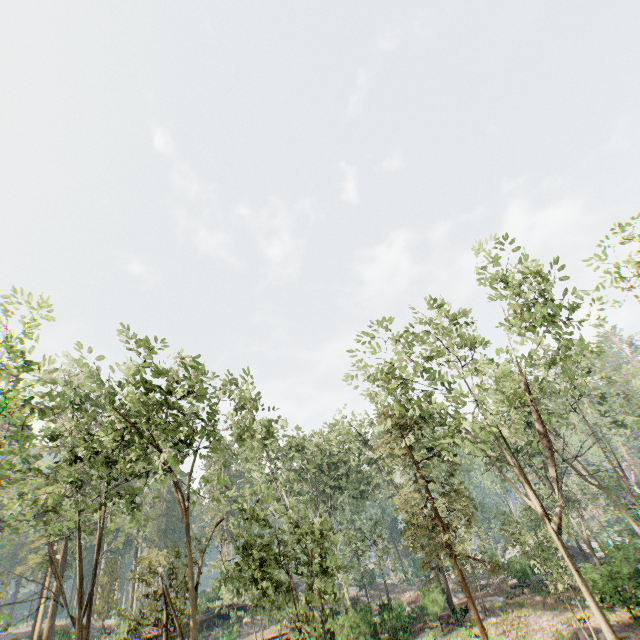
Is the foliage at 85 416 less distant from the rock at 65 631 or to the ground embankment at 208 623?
the rock at 65 631

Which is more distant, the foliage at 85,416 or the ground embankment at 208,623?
the ground embankment at 208,623

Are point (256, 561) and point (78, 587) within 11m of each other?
yes

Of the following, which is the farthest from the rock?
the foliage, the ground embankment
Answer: the ground embankment

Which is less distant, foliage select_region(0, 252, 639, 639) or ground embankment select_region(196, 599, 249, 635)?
foliage select_region(0, 252, 639, 639)

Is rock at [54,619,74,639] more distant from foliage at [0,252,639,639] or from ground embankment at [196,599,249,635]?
ground embankment at [196,599,249,635]
